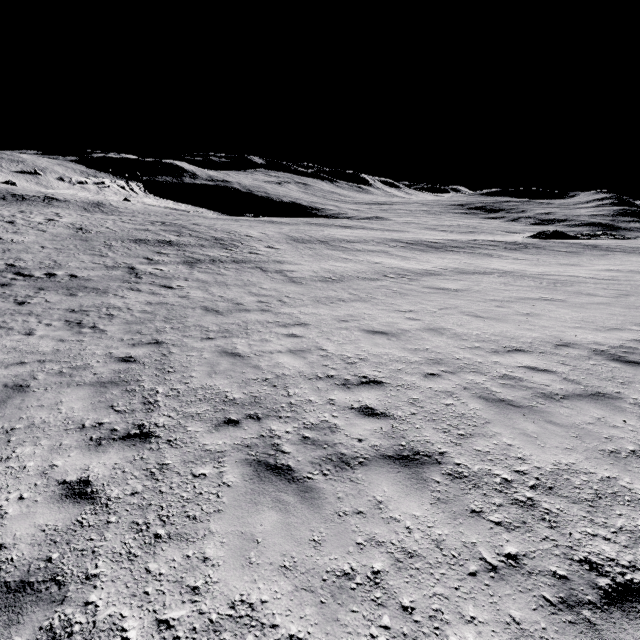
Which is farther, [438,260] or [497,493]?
[438,260]
